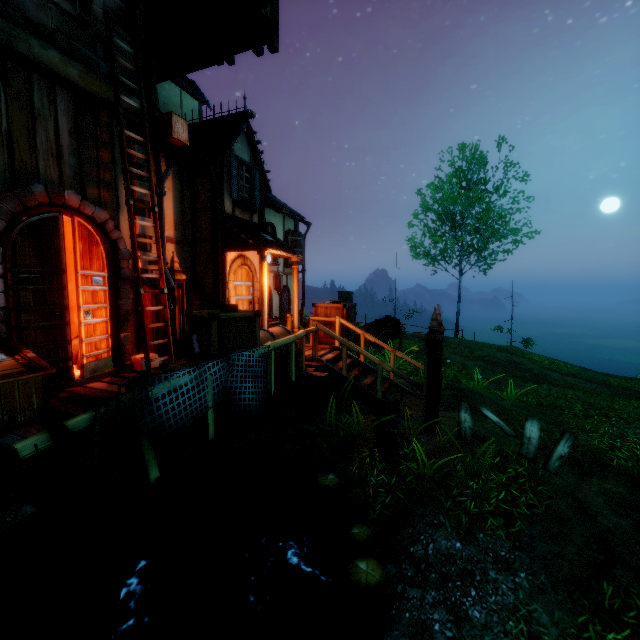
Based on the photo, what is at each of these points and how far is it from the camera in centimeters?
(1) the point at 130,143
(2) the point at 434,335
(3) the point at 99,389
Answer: (1) tower, 673cm
(2) pillar, 647cm
(3) wooden platform, 571cm

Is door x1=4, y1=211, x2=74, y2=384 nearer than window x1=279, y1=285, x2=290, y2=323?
Yes

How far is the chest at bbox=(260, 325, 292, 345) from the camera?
5.6m

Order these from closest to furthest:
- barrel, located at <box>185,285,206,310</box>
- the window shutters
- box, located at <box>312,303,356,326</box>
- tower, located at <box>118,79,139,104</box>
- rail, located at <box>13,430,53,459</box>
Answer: rail, located at <box>13,430,53,459</box>
tower, located at <box>118,79,139,104</box>
barrel, located at <box>185,285,206,310</box>
box, located at <box>312,303,356,326</box>
the window shutters

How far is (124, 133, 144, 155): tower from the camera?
6.6m

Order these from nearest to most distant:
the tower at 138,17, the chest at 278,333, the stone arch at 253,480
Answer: the stone arch at 253,480 < the chest at 278,333 < the tower at 138,17

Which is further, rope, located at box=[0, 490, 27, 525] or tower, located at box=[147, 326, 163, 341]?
tower, located at box=[147, 326, 163, 341]

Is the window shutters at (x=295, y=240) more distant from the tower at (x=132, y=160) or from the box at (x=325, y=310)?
the tower at (x=132, y=160)
